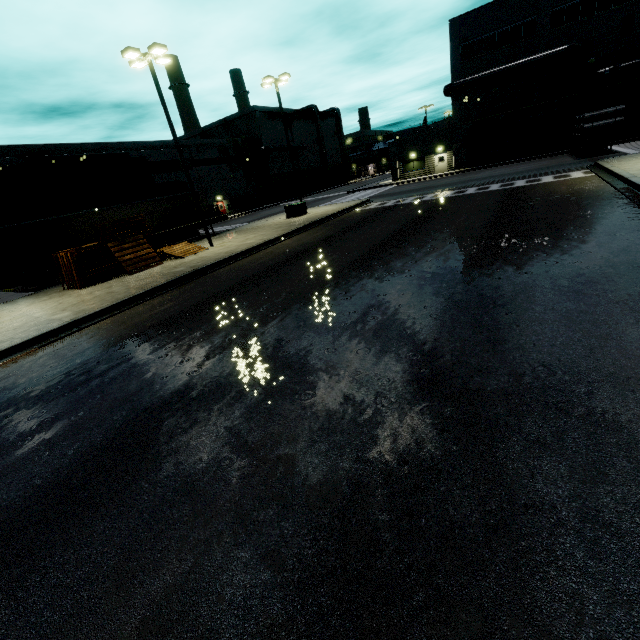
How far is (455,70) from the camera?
35.8 meters

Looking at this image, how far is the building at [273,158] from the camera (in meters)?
57.84

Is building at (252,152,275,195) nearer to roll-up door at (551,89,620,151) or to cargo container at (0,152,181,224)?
roll-up door at (551,89,620,151)

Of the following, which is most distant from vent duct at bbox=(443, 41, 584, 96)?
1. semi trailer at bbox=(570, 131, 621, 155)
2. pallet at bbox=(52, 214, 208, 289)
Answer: pallet at bbox=(52, 214, 208, 289)

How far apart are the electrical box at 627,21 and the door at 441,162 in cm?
1629

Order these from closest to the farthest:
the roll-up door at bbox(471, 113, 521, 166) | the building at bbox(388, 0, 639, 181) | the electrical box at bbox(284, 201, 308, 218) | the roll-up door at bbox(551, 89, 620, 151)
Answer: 1. the electrical box at bbox(284, 201, 308, 218)
2. the building at bbox(388, 0, 639, 181)
3. the roll-up door at bbox(551, 89, 620, 151)
4. the roll-up door at bbox(471, 113, 521, 166)

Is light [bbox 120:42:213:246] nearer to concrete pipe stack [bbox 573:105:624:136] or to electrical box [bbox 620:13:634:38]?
concrete pipe stack [bbox 573:105:624:136]

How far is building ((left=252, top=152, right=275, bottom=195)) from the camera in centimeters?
5784cm
